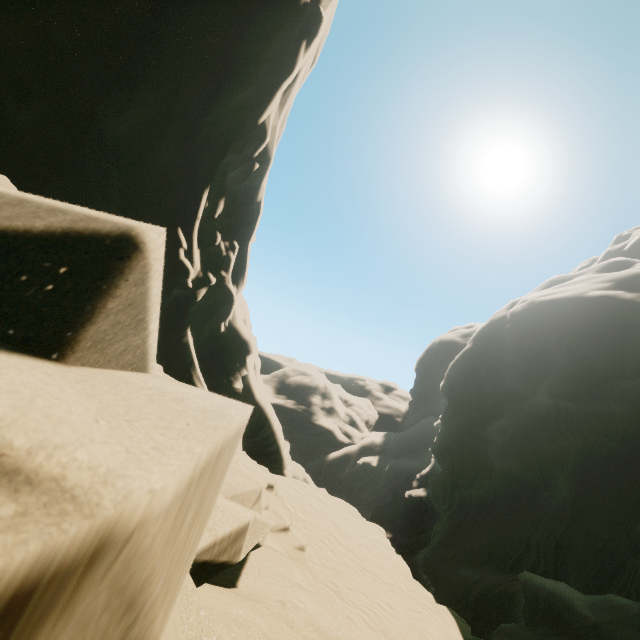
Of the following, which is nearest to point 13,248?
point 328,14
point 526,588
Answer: point 328,14
